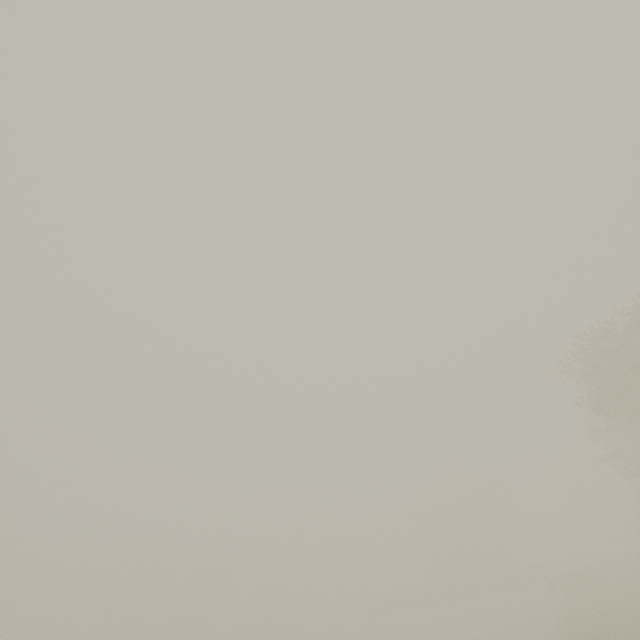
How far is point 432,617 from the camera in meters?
37.0
